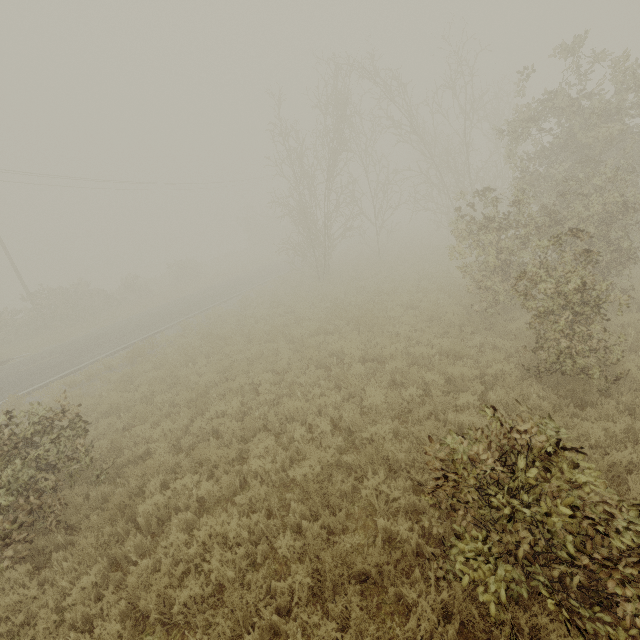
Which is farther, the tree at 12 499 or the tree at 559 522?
the tree at 12 499

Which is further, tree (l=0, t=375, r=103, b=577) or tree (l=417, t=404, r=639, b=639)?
tree (l=0, t=375, r=103, b=577)

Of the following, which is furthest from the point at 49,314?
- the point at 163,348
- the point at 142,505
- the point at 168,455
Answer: the point at 142,505
